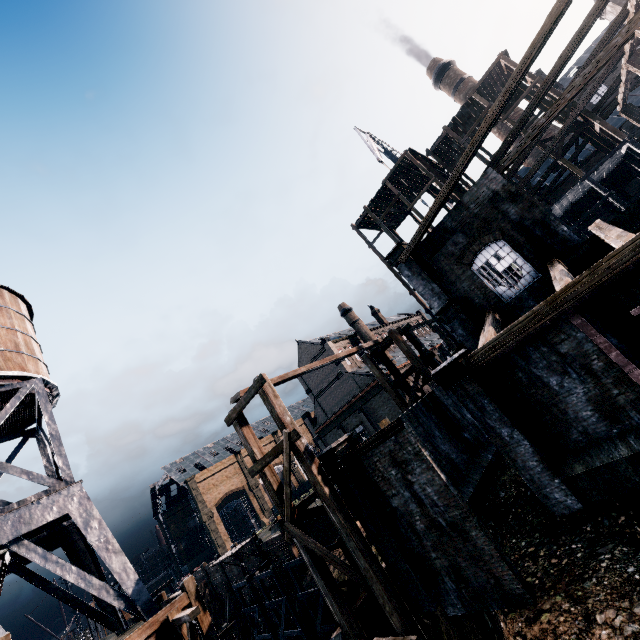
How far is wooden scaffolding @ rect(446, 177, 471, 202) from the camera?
26.8 meters

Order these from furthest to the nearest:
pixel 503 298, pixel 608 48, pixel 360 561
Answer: pixel 503 298 < pixel 608 48 < pixel 360 561

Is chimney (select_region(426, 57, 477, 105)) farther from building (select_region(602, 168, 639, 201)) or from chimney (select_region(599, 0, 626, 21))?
chimney (select_region(599, 0, 626, 21))

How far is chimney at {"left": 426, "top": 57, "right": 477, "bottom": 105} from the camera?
49.66m

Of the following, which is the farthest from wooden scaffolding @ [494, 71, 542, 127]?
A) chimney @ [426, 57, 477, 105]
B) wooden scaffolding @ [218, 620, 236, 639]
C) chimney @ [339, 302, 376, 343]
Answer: chimney @ [339, 302, 376, 343]

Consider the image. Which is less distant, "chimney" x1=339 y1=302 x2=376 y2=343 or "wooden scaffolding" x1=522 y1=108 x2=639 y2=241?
"wooden scaffolding" x1=522 y1=108 x2=639 y2=241

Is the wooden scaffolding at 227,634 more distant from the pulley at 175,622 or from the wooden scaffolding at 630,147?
the wooden scaffolding at 630,147

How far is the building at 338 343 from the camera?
53.2 meters
